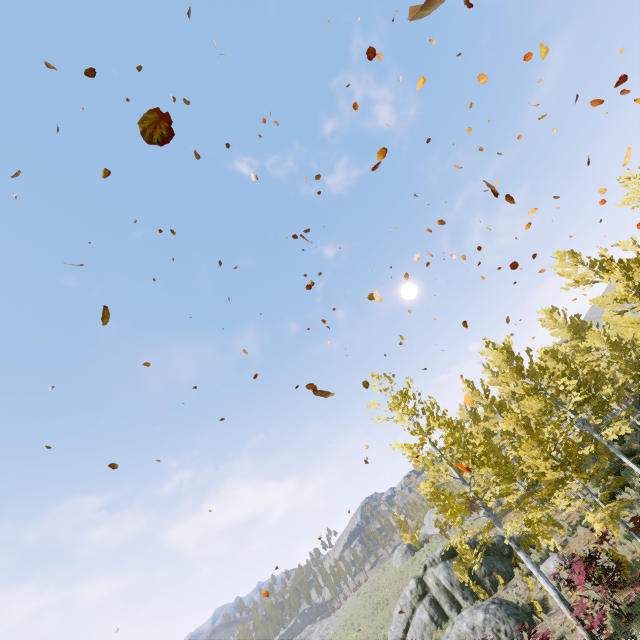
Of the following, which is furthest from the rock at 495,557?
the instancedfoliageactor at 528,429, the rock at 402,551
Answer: the rock at 402,551

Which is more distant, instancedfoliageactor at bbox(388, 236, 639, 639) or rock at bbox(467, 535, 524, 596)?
rock at bbox(467, 535, 524, 596)

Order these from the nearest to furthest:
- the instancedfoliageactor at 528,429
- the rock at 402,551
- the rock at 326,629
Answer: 1. the instancedfoliageactor at 528,429
2. the rock at 402,551
3. the rock at 326,629

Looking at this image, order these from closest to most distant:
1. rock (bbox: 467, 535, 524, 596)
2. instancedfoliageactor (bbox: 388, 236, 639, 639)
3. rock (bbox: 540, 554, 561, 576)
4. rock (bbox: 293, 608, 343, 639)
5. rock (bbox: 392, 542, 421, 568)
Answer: instancedfoliageactor (bbox: 388, 236, 639, 639), rock (bbox: 540, 554, 561, 576), rock (bbox: 467, 535, 524, 596), rock (bbox: 392, 542, 421, 568), rock (bbox: 293, 608, 343, 639)

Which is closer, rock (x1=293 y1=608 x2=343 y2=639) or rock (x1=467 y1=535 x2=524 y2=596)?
rock (x1=467 y1=535 x2=524 y2=596)

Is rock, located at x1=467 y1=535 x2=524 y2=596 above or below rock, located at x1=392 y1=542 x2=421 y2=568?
below

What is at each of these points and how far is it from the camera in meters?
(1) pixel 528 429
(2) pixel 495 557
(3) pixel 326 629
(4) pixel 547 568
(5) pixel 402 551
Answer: (1) instancedfoliageactor, 15.2 m
(2) rock, 19.2 m
(3) rock, 46.9 m
(4) rock, 15.6 m
(5) rock, 36.0 m

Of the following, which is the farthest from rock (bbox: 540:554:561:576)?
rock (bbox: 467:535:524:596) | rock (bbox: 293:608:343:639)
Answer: rock (bbox: 293:608:343:639)
